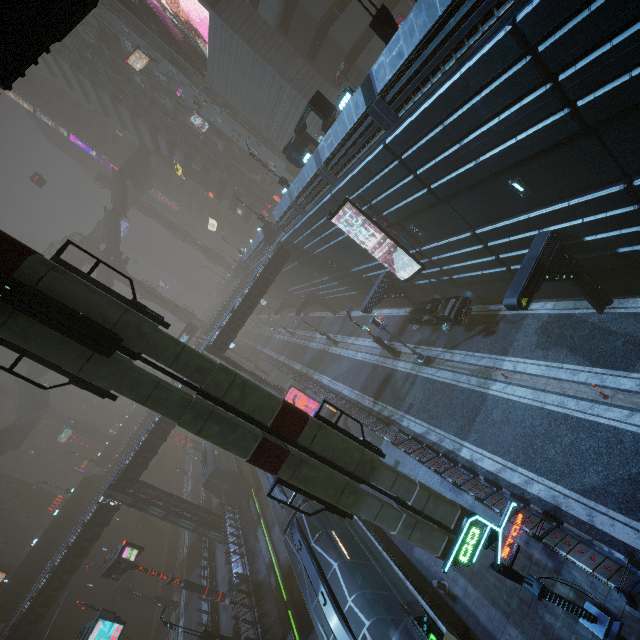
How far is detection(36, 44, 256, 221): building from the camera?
46.8m

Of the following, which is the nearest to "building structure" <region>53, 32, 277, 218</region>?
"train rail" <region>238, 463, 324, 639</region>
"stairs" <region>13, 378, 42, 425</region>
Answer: "train rail" <region>238, 463, 324, 639</region>

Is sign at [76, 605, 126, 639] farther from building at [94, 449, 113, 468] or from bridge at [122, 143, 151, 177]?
bridge at [122, 143, 151, 177]

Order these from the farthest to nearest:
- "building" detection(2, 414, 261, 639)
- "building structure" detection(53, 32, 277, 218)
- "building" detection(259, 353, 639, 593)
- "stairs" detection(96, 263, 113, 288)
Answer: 1. "stairs" detection(96, 263, 113, 288)
2. "building structure" detection(53, 32, 277, 218)
3. "building" detection(2, 414, 261, 639)
4. "building" detection(259, 353, 639, 593)

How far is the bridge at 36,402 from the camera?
52.6 meters

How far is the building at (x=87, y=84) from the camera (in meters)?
46.78

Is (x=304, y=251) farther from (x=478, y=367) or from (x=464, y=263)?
(x=478, y=367)

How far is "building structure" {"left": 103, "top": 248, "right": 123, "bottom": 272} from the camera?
54.8m
